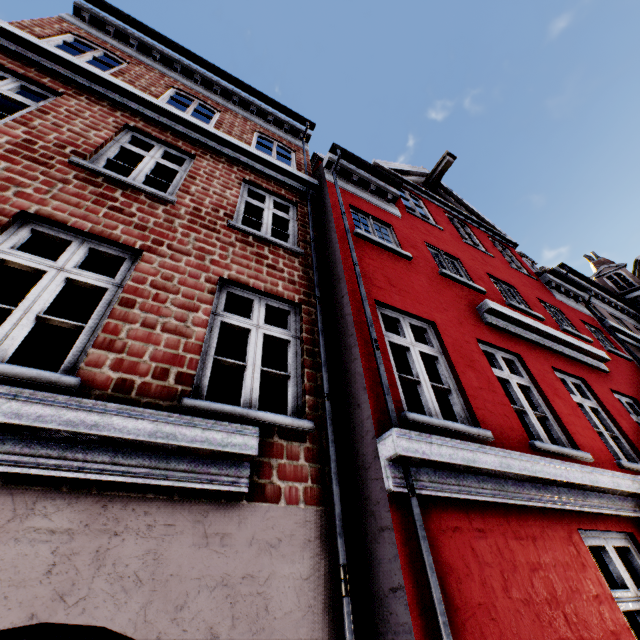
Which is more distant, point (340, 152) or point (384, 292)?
point (340, 152)
